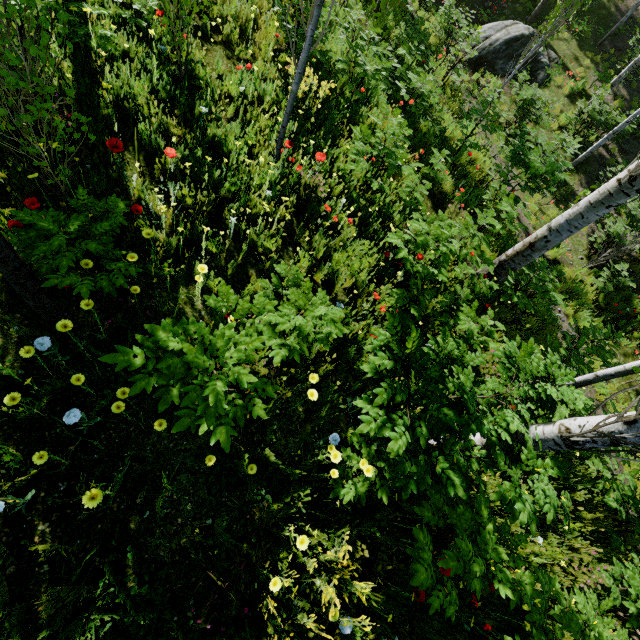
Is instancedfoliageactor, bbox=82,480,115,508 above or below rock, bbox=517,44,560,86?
above

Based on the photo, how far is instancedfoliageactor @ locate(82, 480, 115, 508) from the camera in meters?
1.8

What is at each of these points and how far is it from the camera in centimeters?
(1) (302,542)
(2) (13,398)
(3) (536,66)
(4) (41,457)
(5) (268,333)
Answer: (1) instancedfoliageactor, 217cm
(2) instancedfoliageactor, 196cm
(3) rock, 1344cm
(4) instancedfoliageactor, 192cm
(5) instancedfoliageactor, 225cm

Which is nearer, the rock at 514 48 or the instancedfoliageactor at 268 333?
the instancedfoliageactor at 268 333

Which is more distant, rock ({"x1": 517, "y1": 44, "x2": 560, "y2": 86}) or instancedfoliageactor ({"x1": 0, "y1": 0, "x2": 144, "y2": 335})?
rock ({"x1": 517, "y1": 44, "x2": 560, "y2": 86})

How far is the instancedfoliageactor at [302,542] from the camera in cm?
215
